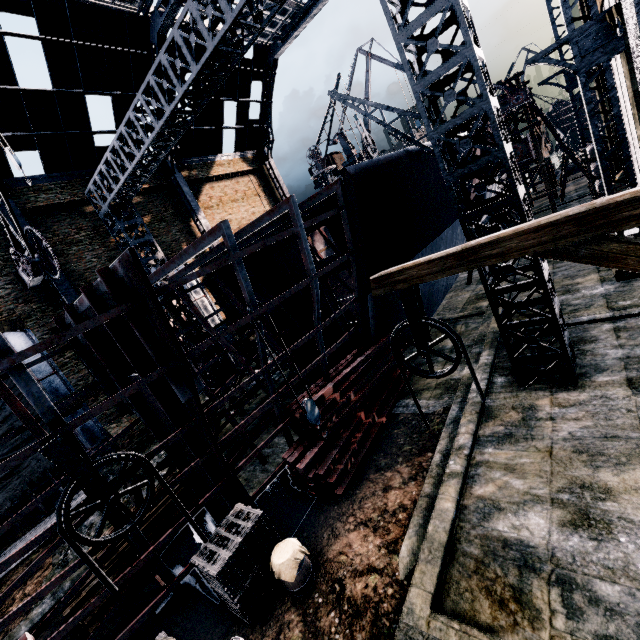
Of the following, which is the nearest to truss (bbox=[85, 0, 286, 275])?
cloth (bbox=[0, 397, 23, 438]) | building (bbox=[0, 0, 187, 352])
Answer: building (bbox=[0, 0, 187, 352])

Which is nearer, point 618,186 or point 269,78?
point 618,186

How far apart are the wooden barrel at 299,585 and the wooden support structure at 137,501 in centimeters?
612cm

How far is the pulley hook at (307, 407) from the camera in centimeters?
984cm

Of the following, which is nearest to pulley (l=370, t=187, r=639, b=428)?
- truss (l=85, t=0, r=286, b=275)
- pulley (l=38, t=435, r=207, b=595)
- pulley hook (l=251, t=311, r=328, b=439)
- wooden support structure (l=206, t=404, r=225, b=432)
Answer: pulley hook (l=251, t=311, r=328, b=439)

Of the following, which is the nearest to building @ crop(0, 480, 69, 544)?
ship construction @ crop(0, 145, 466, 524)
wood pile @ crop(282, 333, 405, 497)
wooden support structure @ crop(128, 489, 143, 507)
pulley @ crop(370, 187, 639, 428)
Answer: pulley @ crop(370, 187, 639, 428)

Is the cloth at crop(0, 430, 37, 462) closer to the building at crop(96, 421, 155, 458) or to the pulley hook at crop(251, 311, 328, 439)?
the building at crop(96, 421, 155, 458)

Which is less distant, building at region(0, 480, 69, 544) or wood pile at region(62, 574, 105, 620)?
wood pile at region(62, 574, 105, 620)
